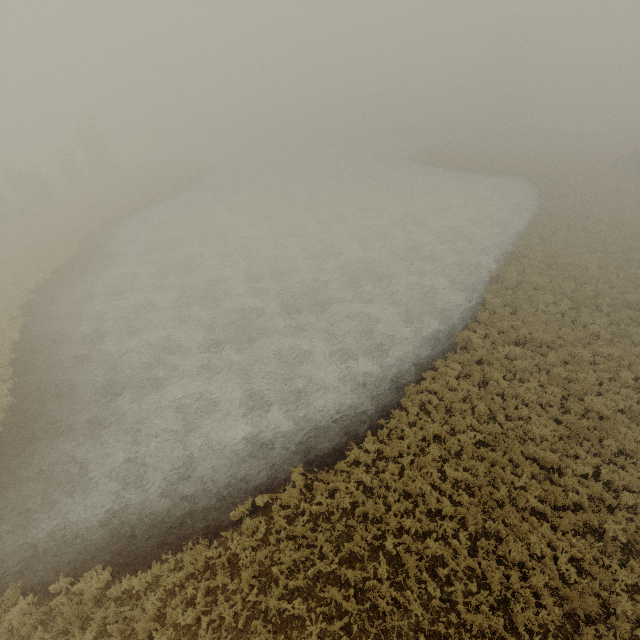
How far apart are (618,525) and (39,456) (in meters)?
19.86
